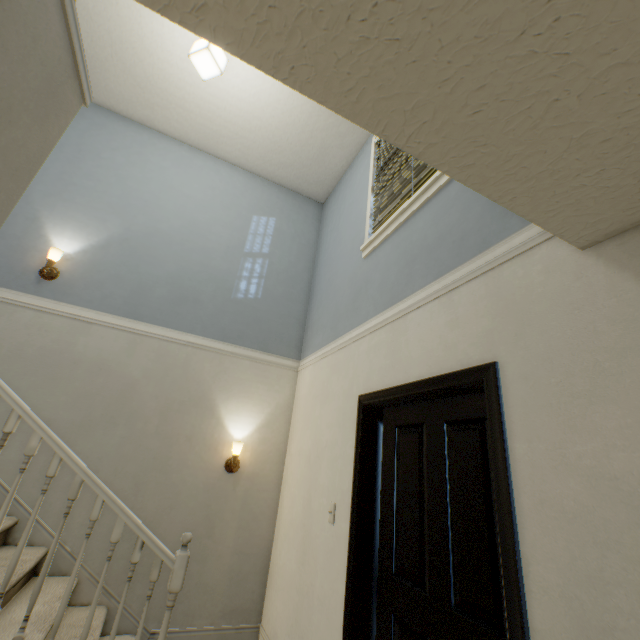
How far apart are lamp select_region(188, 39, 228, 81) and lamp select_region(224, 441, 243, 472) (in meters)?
3.22

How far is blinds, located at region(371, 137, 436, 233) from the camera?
2.48m

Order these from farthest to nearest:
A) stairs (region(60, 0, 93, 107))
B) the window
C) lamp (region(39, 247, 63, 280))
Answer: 1. lamp (region(39, 247, 63, 280))
2. the window
3. stairs (region(60, 0, 93, 107))

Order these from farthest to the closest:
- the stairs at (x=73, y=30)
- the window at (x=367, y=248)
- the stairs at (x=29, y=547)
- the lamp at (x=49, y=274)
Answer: the lamp at (x=49, y=274) < the window at (x=367, y=248) < the stairs at (x=29, y=547) < the stairs at (x=73, y=30)

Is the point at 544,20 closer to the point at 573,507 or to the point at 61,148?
the point at 573,507

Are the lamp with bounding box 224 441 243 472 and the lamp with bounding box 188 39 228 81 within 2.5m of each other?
no

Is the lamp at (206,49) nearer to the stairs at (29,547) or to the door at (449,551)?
the stairs at (29,547)

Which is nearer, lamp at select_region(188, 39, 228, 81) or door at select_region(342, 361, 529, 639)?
door at select_region(342, 361, 529, 639)
